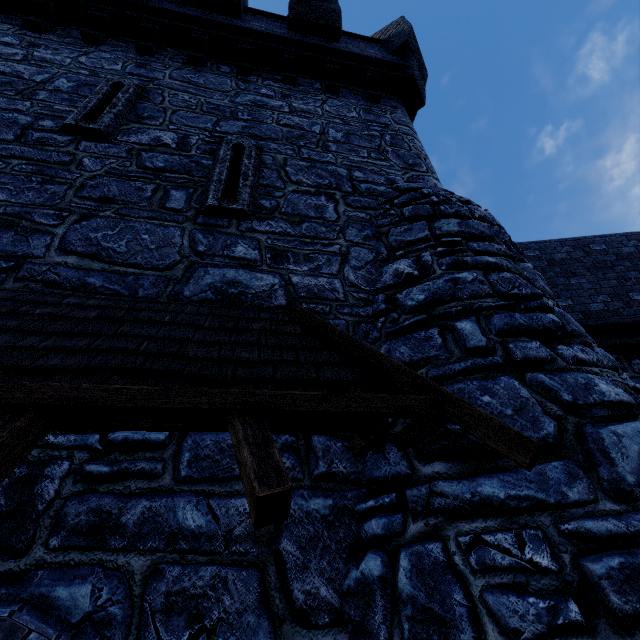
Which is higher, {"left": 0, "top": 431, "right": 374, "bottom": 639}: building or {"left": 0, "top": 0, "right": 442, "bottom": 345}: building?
{"left": 0, "top": 0, "right": 442, "bottom": 345}: building

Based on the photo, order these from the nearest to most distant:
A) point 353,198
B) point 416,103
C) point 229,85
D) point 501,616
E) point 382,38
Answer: point 501,616 → point 353,198 → point 229,85 → point 416,103 → point 382,38

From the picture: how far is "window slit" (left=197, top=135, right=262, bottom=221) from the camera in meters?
4.1 m

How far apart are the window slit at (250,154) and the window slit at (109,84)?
1.33m

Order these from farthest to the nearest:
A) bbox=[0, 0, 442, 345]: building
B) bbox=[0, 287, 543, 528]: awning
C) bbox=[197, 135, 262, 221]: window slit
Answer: bbox=[197, 135, 262, 221]: window slit < bbox=[0, 0, 442, 345]: building < bbox=[0, 287, 543, 528]: awning

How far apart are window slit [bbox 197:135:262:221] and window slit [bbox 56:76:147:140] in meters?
1.3 m

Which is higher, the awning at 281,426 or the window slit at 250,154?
the window slit at 250,154

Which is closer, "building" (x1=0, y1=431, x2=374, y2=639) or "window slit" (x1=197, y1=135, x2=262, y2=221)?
"building" (x1=0, y1=431, x2=374, y2=639)
